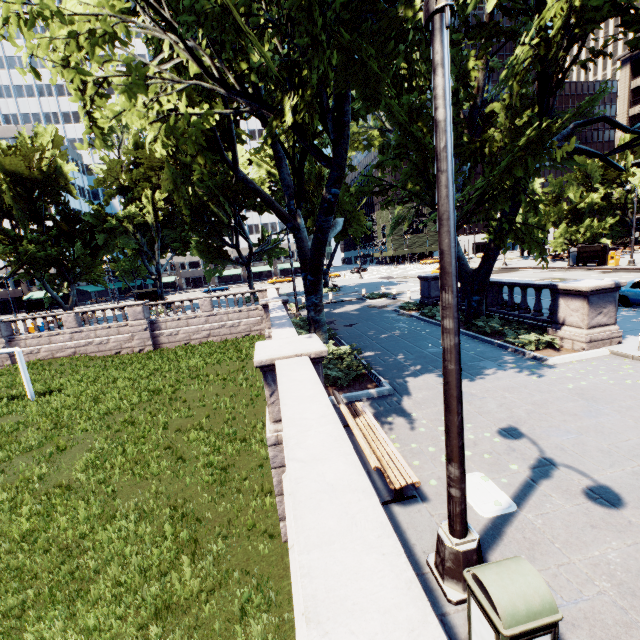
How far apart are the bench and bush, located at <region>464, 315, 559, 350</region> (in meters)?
7.70

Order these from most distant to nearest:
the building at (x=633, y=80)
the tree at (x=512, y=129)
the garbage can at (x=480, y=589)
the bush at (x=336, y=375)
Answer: the building at (x=633, y=80)
the bush at (x=336, y=375)
the tree at (x=512, y=129)
the garbage can at (x=480, y=589)

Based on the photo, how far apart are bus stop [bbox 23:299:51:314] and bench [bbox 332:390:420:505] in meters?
68.7

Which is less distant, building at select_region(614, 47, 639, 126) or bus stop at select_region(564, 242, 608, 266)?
bus stop at select_region(564, 242, 608, 266)

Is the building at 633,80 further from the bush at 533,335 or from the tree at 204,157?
the bush at 533,335

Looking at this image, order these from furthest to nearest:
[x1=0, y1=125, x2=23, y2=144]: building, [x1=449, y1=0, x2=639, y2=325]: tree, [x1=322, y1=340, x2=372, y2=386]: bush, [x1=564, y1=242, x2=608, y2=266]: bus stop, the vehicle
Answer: [x1=0, y1=125, x2=23, y2=144]: building, [x1=564, y1=242, x2=608, y2=266]: bus stop, the vehicle, [x1=322, y1=340, x2=372, y2=386]: bush, [x1=449, y1=0, x2=639, y2=325]: tree

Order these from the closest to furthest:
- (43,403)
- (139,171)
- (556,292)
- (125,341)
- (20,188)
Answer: (556,292) → (43,403) → (125,341) → (20,188) → (139,171)

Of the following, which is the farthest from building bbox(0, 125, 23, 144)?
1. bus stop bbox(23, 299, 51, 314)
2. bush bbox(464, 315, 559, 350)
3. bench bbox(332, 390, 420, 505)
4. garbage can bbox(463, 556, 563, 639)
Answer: garbage can bbox(463, 556, 563, 639)
